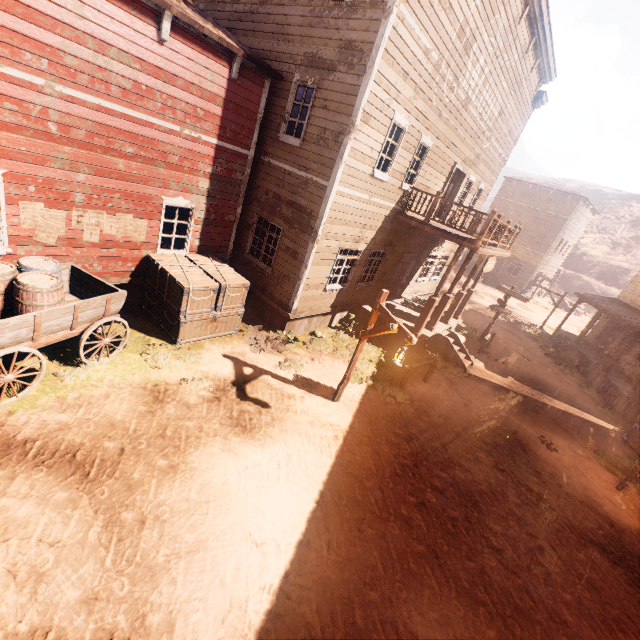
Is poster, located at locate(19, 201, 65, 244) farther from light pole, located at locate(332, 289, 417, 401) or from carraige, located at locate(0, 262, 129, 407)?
light pole, located at locate(332, 289, 417, 401)

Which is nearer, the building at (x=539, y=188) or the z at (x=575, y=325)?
the building at (x=539, y=188)

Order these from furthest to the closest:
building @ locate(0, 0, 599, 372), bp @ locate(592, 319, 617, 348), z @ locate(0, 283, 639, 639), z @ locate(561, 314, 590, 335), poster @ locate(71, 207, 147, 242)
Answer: z @ locate(561, 314, 590, 335)
bp @ locate(592, 319, 617, 348)
poster @ locate(71, 207, 147, 242)
building @ locate(0, 0, 599, 372)
z @ locate(0, 283, 639, 639)

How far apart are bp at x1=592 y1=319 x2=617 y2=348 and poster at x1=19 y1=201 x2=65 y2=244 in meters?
28.5

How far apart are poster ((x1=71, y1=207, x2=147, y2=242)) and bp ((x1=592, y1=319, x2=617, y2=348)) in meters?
27.0

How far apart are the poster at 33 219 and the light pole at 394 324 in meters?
7.1

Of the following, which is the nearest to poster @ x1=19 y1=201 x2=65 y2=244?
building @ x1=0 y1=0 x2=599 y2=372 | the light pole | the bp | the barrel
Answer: building @ x1=0 y1=0 x2=599 y2=372

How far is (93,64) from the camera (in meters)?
6.25
